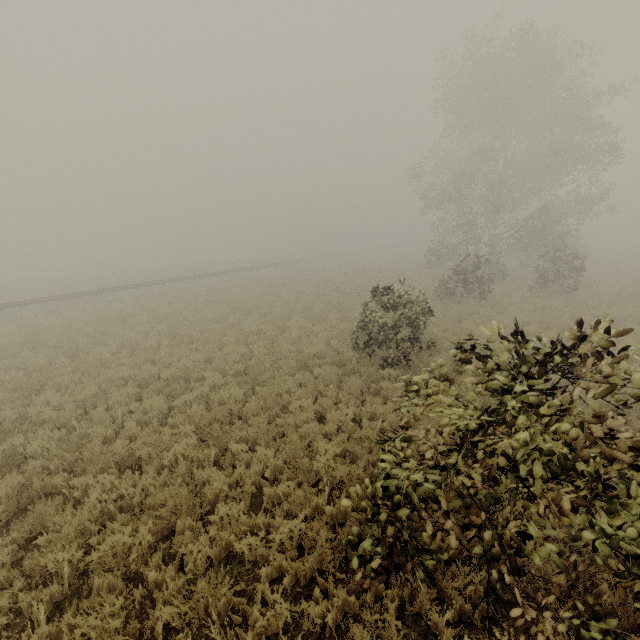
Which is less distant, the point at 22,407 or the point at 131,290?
the point at 22,407

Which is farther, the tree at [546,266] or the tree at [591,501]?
the tree at [546,266]

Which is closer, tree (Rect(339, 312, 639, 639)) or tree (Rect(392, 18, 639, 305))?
tree (Rect(339, 312, 639, 639))
